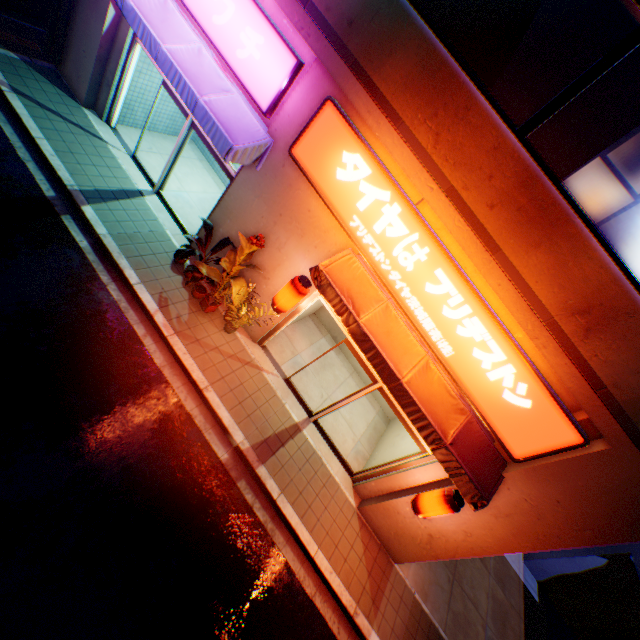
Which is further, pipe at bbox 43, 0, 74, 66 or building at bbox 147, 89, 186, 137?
building at bbox 147, 89, 186, 137

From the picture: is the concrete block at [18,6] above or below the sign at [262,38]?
below

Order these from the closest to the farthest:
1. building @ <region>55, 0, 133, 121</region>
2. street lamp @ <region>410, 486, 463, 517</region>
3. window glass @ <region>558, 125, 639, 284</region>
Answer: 1. window glass @ <region>558, 125, 639, 284</region>
2. street lamp @ <region>410, 486, 463, 517</region>
3. building @ <region>55, 0, 133, 121</region>

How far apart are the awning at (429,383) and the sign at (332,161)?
0.1m

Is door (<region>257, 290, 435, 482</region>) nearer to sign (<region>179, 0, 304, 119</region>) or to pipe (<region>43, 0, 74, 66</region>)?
sign (<region>179, 0, 304, 119</region>)

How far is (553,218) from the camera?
4.4 meters

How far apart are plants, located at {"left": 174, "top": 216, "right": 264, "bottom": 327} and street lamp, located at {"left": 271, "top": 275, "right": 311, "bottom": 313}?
0.6 meters

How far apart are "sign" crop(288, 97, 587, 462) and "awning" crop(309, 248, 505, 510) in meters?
0.1
